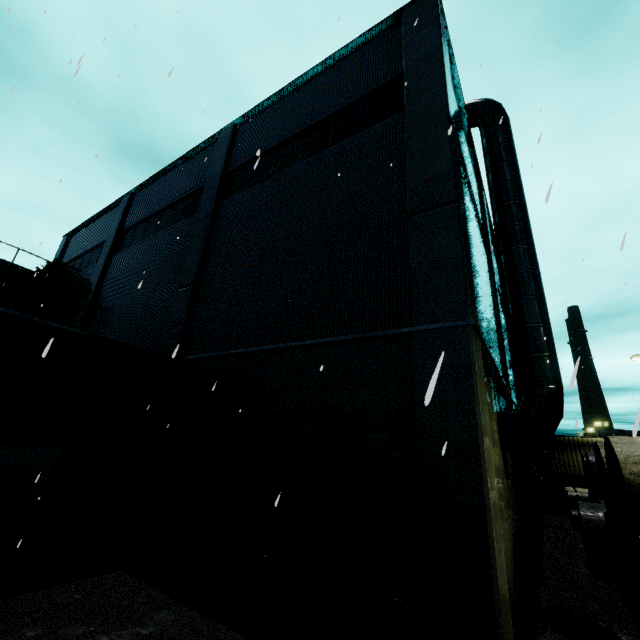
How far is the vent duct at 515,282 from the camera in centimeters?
790cm

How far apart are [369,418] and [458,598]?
2.6 meters

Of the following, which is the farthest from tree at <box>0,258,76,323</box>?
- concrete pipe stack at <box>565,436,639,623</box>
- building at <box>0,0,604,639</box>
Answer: concrete pipe stack at <box>565,436,639,623</box>

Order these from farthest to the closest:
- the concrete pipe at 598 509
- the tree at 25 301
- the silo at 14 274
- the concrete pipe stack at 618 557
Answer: the silo at 14 274 → the tree at 25 301 → the concrete pipe at 598 509 → the concrete pipe stack at 618 557

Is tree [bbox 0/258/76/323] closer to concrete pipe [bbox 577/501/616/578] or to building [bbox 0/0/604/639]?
building [bbox 0/0/604/639]

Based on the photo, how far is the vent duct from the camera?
7.9m

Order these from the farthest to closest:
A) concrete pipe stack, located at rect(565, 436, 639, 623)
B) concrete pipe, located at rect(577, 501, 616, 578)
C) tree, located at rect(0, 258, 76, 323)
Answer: tree, located at rect(0, 258, 76, 323) → concrete pipe, located at rect(577, 501, 616, 578) → concrete pipe stack, located at rect(565, 436, 639, 623)

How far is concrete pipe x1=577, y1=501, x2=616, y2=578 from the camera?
9.62m
